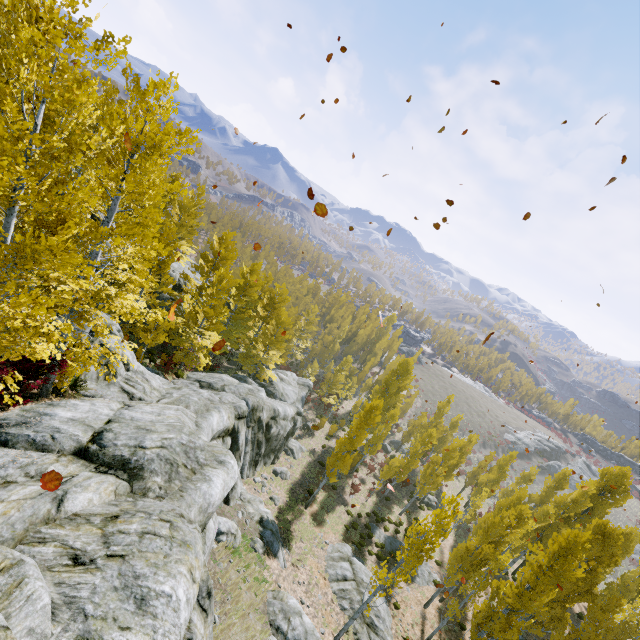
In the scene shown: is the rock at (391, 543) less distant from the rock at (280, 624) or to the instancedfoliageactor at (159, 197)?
the instancedfoliageactor at (159, 197)

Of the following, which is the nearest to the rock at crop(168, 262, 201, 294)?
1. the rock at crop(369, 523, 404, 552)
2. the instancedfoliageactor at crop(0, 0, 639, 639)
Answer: the instancedfoliageactor at crop(0, 0, 639, 639)

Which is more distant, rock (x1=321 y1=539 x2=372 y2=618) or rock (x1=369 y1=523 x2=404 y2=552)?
rock (x1=369 y1=523 x2=404 y2=552)

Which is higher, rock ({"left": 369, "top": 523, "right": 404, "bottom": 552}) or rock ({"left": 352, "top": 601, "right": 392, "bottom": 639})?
rock ({"left": 352, "top": 601, "right": 392, "bottom": 639})

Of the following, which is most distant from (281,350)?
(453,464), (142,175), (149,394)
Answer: (453,464)

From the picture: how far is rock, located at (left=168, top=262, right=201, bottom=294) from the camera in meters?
26.0 m

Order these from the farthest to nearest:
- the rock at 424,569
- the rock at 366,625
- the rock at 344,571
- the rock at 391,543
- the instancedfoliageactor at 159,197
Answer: the rock at 391,543
the rock at 424,569
the rock at 344,571
the rock at 366,625
the instancedfoliageactor at 159,197

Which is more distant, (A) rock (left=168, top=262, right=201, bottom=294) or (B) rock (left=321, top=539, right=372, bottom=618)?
(A) rock (left=168, top=262, right=201, bottom=294)
